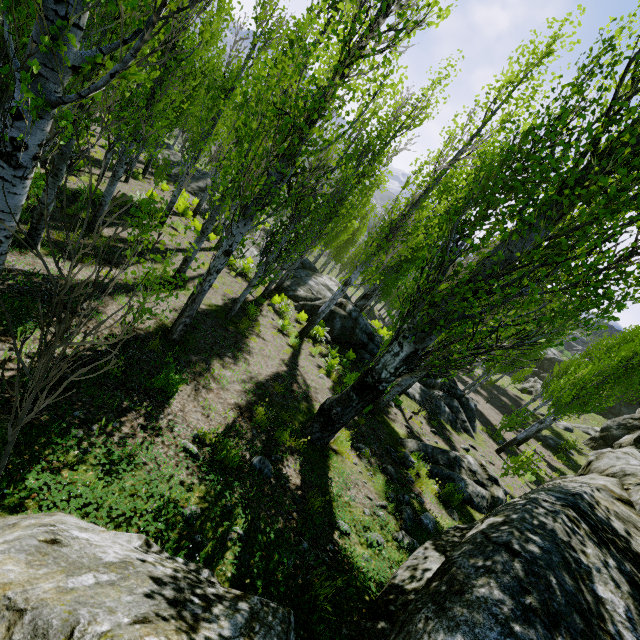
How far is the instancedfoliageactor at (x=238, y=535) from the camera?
3.4m

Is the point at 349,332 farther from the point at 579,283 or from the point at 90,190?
the point at 90,190

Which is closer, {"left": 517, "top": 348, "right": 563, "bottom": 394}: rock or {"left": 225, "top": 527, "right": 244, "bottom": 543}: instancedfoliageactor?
{"left": 225, "top": 527, "right": 244, "bottom": 543}: instancedfoliageactor

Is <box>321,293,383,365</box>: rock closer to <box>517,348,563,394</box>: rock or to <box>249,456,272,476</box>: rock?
<box>517,348,563,394</box>: rock

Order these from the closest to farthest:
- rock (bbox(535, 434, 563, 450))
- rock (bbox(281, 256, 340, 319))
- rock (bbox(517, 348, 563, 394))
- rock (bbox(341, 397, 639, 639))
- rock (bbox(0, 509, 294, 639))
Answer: rock (bbox(0, 509, 294, 639)), rock (bbox(341, 397, 639, 639)), rock (bbox(281, 256, 340, 319)), rock (bbox(535, 434, 563, 450)), rock (bbox(517, 348, 563, 394))

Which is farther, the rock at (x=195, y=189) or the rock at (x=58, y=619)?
the rock at (x=195, y=189)

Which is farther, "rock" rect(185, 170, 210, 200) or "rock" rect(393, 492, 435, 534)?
"rock" rect(185, 170, 210, 200)

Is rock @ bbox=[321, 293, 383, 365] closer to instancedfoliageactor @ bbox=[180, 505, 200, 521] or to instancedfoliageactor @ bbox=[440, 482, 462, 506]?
instancedfoliageactor @ bbox=[180, 505, 200, 521]
